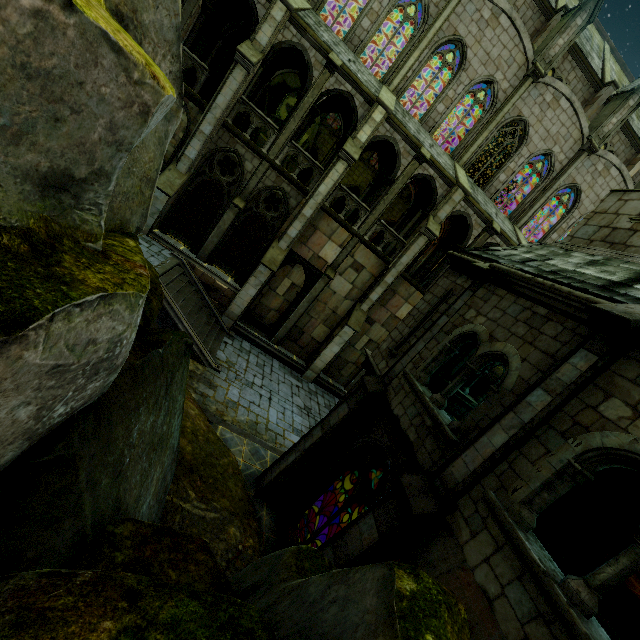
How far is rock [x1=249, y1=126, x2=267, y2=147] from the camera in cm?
1918

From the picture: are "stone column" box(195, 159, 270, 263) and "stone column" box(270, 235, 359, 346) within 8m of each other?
yes

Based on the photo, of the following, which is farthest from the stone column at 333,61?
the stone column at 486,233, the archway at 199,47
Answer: the stone column at 486,233

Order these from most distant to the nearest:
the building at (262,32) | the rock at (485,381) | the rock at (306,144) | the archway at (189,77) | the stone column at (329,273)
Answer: the rock at (306,144) → the rock at (485,381) → the stone column at (329,273) → the archway at (189,77) → the building at (262,32)

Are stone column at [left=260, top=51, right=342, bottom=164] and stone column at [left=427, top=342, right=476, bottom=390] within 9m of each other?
no

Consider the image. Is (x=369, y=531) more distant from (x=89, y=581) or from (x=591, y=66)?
(x=591, y=66)

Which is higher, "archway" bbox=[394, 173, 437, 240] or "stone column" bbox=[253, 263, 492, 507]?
"archway" bbox=[394, 173, 437, 240]

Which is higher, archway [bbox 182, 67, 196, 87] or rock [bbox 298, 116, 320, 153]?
rock [bbox 298, 116, 320, 153]
